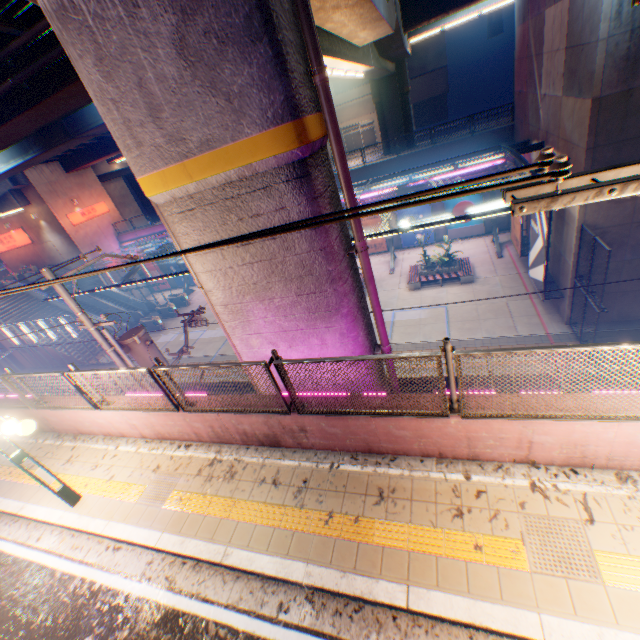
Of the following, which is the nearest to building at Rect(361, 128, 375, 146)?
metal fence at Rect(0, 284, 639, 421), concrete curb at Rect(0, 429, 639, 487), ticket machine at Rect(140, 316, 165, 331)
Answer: metal fence at Rect(0, 284, 639, 421)

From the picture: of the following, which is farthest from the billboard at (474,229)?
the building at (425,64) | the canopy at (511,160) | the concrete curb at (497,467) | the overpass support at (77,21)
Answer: the concrete curb at (497,467)

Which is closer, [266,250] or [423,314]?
[266,250]

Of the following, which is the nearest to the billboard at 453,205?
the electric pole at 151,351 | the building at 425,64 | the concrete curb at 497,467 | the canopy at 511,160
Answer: the canopy at 511,160

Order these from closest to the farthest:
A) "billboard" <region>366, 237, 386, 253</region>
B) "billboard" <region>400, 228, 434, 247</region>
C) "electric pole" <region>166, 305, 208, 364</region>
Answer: "electric pole" <region>166, 305, 208, 364</region>
"billboard" <region>400, 228, 434, 247</region>
"billboard" <region>366, 237, 386, 253</region>

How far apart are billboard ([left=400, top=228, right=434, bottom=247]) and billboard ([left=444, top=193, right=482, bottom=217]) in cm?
83

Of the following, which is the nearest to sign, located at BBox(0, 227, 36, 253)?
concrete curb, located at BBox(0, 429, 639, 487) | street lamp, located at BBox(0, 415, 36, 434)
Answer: concrete curb, located at BBox(0, 429, 639, 487)

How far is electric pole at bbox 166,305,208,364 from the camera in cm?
1210
